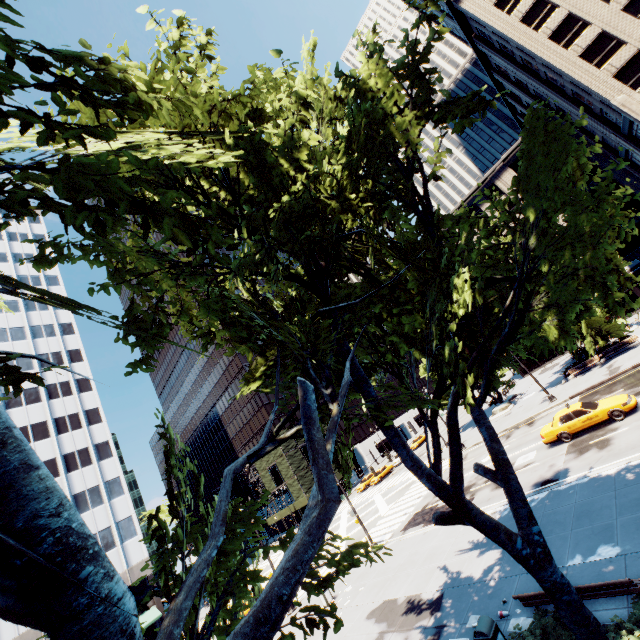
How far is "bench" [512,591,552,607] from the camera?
8.4 meters

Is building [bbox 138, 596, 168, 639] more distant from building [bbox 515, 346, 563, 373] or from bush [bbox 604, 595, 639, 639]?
building [bbox 515, 346, 563, 373]

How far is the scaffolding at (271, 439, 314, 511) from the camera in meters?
55.6 m

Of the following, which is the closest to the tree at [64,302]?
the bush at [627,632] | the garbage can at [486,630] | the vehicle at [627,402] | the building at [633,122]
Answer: the bush at [627,632]

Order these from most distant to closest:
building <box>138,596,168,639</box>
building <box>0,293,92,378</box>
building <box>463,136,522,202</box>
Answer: building <box>463,136,522,202</box> → building <box>0,293,92,378</box> → building <box>138,596,168,639</box>

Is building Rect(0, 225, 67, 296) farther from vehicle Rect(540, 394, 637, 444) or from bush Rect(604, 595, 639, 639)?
bush Rect(604, 595, 639, 639)

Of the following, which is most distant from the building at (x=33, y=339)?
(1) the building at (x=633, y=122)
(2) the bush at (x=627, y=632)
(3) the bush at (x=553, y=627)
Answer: Result: (1) the building at (x=633, y=122)

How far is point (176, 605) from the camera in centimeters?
387cm
